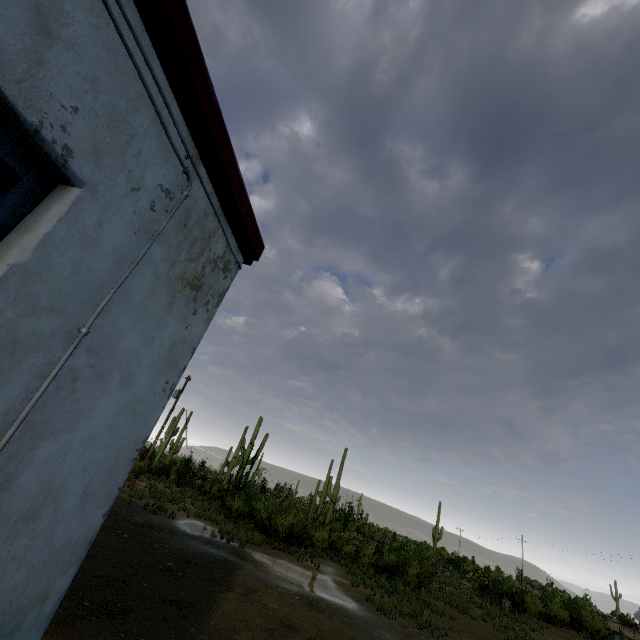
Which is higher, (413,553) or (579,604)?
(579,604)
